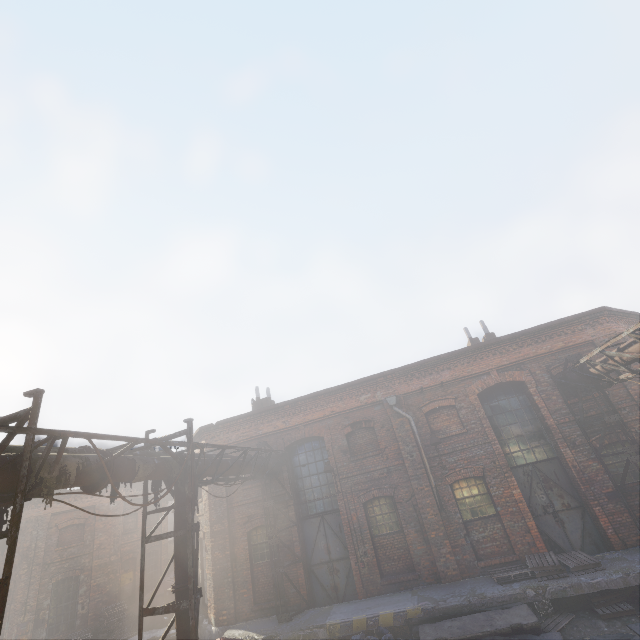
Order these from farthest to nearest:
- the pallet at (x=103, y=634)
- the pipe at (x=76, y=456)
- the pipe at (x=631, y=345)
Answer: the pallet at (x=103, y=634), the pipe at (x=631, y=345), the pipe at (x=76, y=456)

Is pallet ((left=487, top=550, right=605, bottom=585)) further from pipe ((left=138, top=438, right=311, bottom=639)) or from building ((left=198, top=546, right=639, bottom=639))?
pipe ((left=138, top=438, right=311, bottom=639))

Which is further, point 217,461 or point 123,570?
point 123,570

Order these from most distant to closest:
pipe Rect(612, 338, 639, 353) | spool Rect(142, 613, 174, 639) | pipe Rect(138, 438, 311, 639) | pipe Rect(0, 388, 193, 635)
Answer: spool Rect(142, 613, 174, 639), pipe Rect(612, 338, 639, 353), pipe Rect(138, 438, 311, 639), pipe Rect(0, 388, 193, 635)

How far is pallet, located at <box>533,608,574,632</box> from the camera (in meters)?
8.54

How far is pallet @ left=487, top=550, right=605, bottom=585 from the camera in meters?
9.4 m

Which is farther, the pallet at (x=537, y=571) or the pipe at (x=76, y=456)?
the pallet at (x=537, y=571)

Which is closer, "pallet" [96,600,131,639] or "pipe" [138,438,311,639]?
"pipe" [138,438,311,639]
